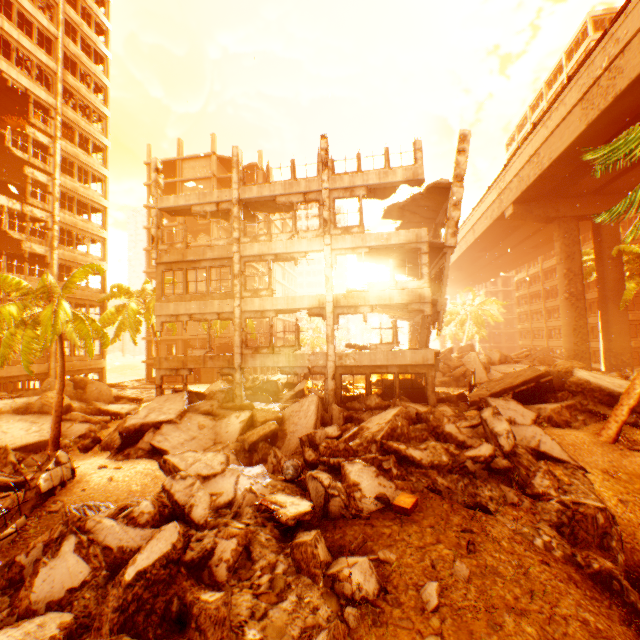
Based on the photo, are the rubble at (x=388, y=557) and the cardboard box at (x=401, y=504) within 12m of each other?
yes

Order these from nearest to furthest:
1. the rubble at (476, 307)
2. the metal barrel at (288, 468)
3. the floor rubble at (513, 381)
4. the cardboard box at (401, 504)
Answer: the cardboard box at (401, 504), the metal barrel at (288, 468), the floor rubble at (513, 381), the rubble at (476, 307)

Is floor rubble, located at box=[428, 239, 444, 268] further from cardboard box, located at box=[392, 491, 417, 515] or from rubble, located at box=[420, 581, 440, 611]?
cardboard box, located at box=[392, 491, 417, 515]

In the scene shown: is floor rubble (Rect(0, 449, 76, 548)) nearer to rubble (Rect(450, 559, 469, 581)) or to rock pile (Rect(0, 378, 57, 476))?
rock pile (Rect(0, 378, 57, 476))

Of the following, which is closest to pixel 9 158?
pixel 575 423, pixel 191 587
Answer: pixel 191 587

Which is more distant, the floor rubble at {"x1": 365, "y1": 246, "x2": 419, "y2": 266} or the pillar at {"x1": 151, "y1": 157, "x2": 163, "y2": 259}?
the pillar at {"x1": 151, "y1": 157, "x2": 163, "y2": 259}

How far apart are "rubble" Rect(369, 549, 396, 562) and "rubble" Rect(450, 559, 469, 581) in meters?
0.9 m

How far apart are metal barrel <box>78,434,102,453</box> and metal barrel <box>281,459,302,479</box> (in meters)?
12.12
